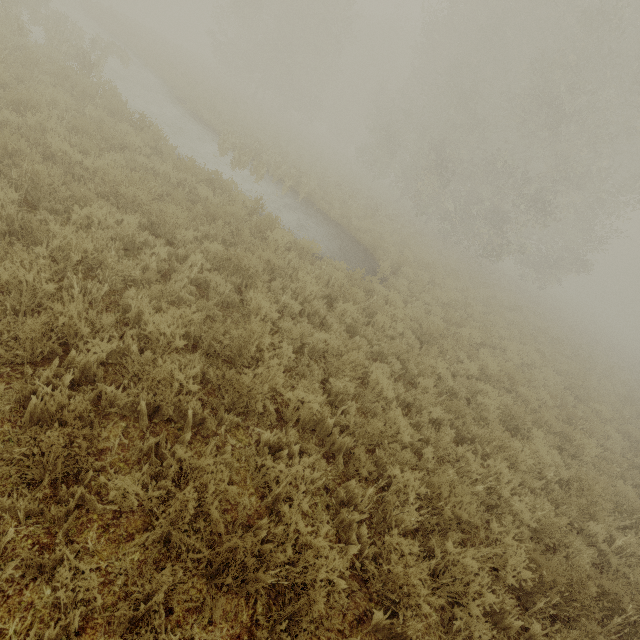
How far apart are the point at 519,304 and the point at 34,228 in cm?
2389
